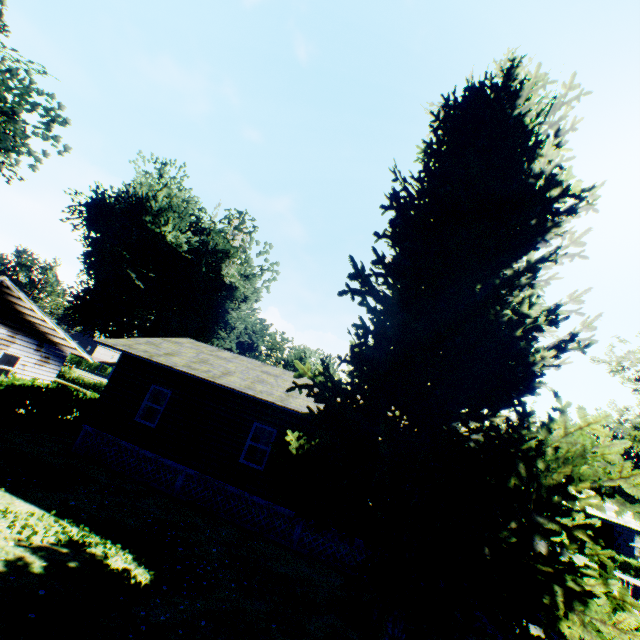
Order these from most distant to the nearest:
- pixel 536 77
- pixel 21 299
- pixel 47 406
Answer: pixel 21 299
pixel 47 406
pixel 536 77

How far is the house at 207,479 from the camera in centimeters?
1212cm

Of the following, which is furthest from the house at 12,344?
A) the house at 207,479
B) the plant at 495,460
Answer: the house at 207,479

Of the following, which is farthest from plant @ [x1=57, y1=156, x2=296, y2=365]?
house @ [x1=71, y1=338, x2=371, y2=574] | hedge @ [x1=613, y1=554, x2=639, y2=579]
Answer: hedge @ [x1=613, y1=554, x2=639, y2=579]

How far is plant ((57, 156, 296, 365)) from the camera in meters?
25.2

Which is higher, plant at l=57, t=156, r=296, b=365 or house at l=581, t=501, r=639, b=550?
plant at l=57, t=156, r=296, b=365

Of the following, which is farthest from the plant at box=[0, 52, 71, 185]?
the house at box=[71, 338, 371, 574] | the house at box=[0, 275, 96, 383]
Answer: the house at box=[0, 275, 96, 383]

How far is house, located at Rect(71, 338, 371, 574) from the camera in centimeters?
1212cm
